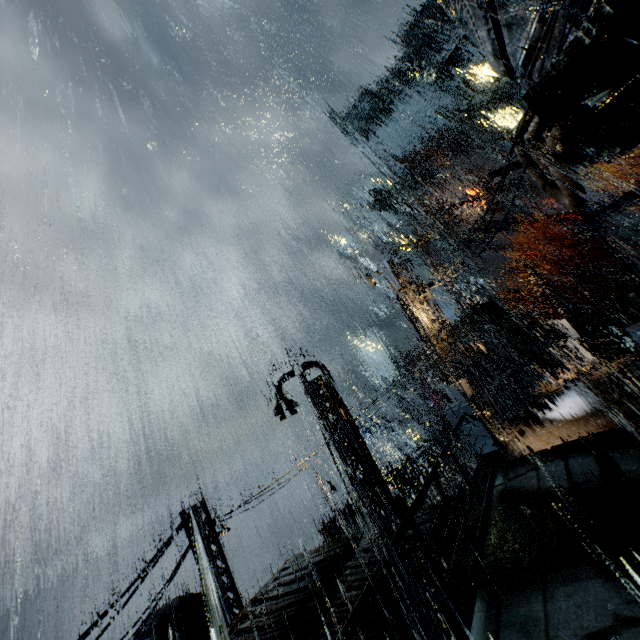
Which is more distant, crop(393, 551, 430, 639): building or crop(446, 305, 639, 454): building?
crop(446, 305, 639, 454): building

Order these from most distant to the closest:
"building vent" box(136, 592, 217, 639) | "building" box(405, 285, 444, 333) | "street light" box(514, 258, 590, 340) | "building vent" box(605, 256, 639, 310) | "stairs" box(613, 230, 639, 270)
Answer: "building vent" box(605, 256, 639, 310)
"stairs" box(613, 230, 639, 270)
"street light" box(514, 258, 590, 340)
"building" box(405, 285, 444, 333)
"building vent" box(136, 592, 217, 639)

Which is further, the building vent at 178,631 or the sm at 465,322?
the sm at 465,322

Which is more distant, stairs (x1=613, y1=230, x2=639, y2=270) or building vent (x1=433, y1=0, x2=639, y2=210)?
stairs (x1=613, y1=230, x2=639, y2=270)

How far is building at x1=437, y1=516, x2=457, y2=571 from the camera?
7.2 meters

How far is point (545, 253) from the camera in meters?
47.8 m

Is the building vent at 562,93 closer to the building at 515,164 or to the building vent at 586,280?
the building at 515,164
